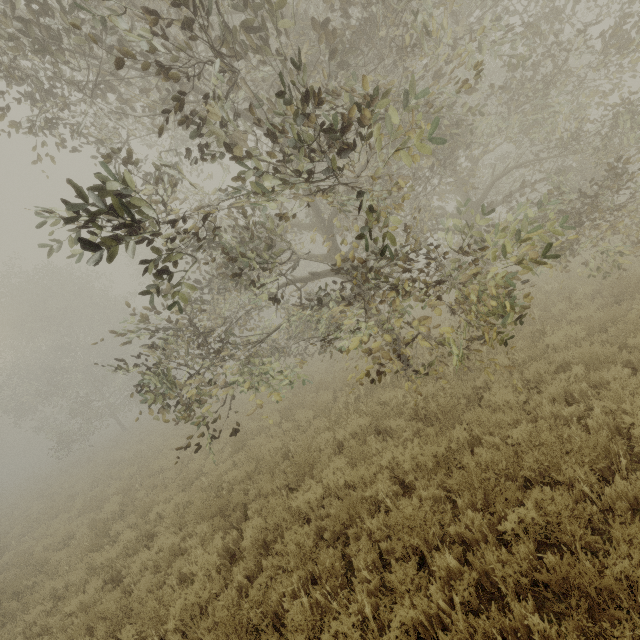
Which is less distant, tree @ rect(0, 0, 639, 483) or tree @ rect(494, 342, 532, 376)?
tree @ rect(0, 0, 639, 483)

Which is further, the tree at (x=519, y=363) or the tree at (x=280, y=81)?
the tree at (x=519, y=363)

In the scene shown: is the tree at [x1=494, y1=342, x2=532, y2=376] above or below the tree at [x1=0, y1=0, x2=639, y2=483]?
below

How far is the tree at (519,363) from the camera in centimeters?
601cm

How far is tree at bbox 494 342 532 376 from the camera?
6.0m

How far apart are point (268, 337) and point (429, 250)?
8.50m
